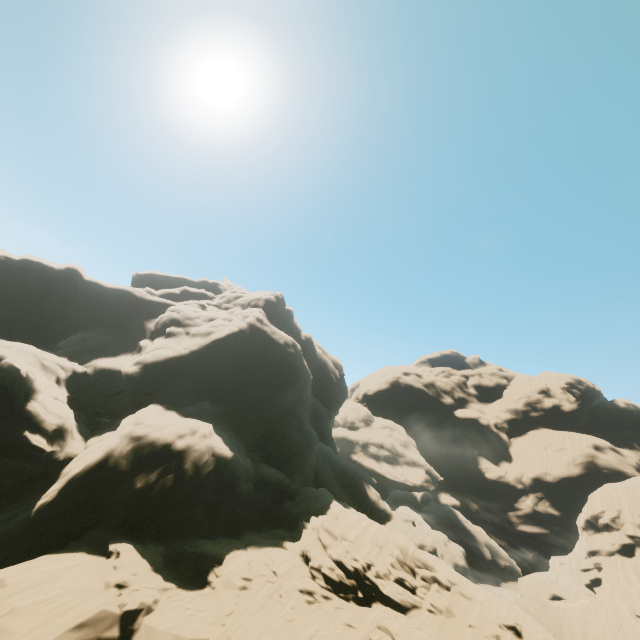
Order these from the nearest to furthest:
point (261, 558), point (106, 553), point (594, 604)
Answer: point (106, 553)
point (261, 558)
point (594, 604)
